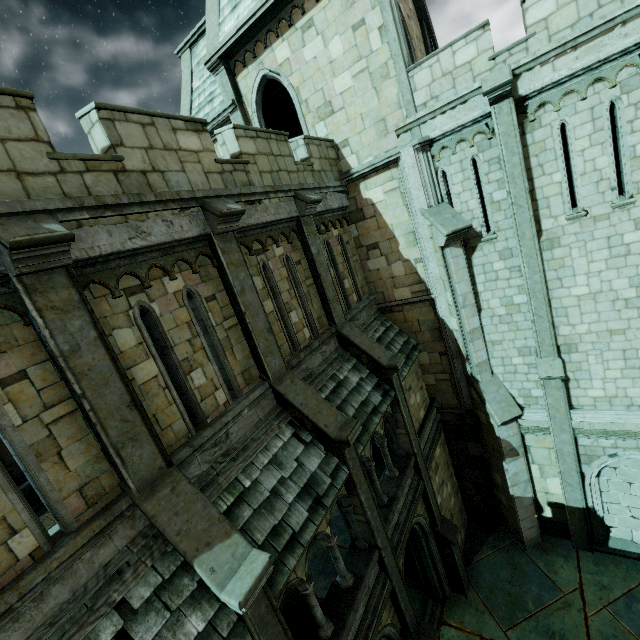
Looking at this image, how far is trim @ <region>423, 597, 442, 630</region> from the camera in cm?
1085

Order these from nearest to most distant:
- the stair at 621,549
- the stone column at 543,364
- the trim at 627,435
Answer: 1. the stone column at 543,364
2. the trim at 627,435
3. the stair at 621,549

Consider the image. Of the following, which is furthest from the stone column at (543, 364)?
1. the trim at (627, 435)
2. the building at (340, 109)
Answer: the building at (340, 109)

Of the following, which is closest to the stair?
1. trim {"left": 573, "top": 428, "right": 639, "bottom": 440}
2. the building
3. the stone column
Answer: the stone column

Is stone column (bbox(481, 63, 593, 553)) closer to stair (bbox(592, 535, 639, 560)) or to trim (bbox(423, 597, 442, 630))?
stair (bbox(592, 535, 639, 560))

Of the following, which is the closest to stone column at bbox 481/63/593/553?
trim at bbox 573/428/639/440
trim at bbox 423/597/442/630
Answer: trim at bbox 573/428/639/440

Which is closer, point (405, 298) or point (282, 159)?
point (282, 159)

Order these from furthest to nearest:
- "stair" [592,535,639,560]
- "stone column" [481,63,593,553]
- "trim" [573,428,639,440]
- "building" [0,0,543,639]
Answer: "stair" [592,535,639,560]
"trim" [573,428,639,440]
"stone column" [481,63,593,553]
"building" [0,0,543,639]
